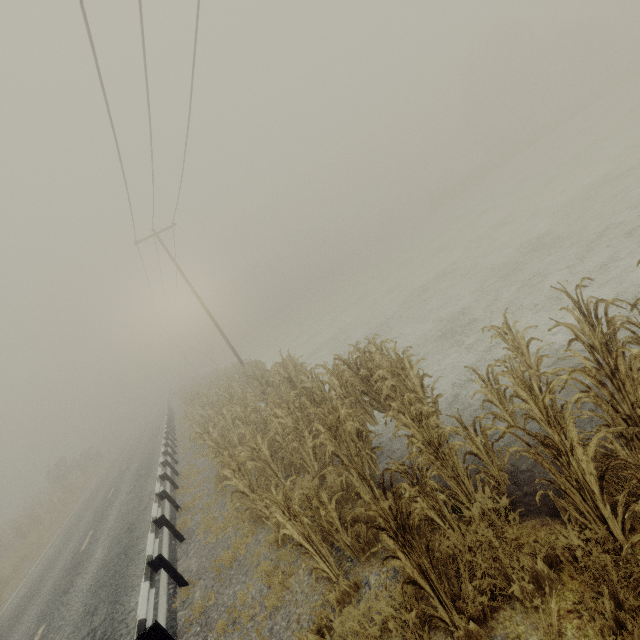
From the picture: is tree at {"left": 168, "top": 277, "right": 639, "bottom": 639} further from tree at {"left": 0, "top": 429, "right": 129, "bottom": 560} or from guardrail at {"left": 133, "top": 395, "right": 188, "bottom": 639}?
tree at {"left": 0, "top": 429, "right": 129, "bottom": 560}

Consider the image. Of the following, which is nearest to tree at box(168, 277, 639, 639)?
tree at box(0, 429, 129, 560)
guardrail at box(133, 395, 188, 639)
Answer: guardrail at box(133, 395, 188, 639)

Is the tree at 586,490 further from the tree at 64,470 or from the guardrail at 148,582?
the tree at 64,470

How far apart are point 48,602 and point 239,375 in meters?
11.7 m

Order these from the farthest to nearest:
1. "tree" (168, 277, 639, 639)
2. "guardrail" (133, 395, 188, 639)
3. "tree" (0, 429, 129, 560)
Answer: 1. "tree" (0, 429, 129, 560)
2. "guardrail" (133, 395, 188, 639)
3. "tree" (168, 277, 639, 639)

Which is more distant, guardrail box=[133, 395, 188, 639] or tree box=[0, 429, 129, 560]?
tree box=[0, 429, 129, 560]

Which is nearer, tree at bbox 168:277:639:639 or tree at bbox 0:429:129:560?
tree at bbox 168:277:639:639
